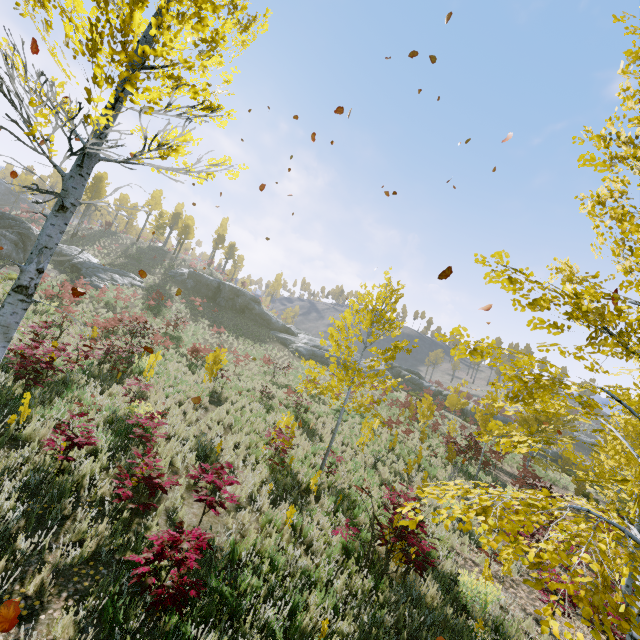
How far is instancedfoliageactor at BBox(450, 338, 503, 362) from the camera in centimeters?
466cm

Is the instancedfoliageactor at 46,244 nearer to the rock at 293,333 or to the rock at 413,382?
the rock at 413,382

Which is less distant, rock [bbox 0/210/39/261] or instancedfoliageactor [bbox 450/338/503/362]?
instancedfoliageactor [bbox 450/338/503/362]

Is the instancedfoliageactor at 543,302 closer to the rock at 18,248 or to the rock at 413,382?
the rock at 18,248

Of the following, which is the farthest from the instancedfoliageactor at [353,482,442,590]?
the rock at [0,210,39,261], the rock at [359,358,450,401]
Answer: the rock at [359,358,450,401]

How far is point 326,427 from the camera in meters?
15.5 m

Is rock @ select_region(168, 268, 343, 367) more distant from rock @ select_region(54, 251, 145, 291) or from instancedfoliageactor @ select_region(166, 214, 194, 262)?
instancedfoliageactor @ select_region(166, 214, 194, 262)
